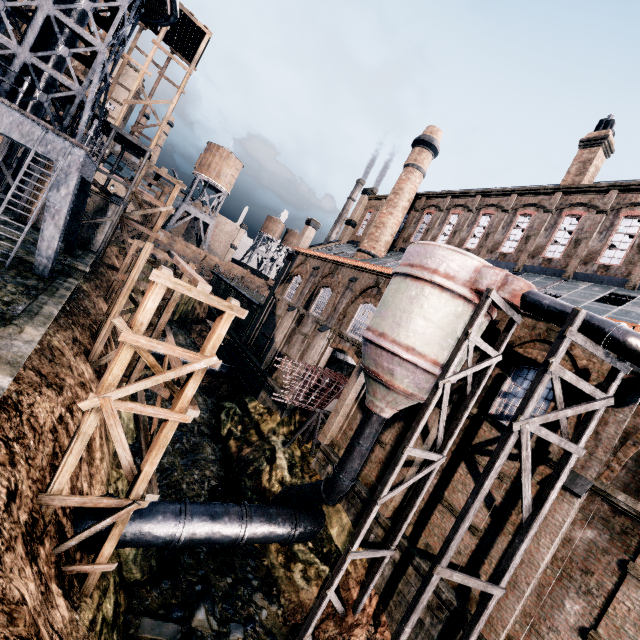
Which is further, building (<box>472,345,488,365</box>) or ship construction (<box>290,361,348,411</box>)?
ship construction (<box>290,361,348,411</box>)

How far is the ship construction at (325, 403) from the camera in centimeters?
2267cm

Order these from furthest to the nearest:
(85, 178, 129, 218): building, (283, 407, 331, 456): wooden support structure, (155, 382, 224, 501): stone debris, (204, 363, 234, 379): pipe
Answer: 1. (204, 363, 234, 379): pipe
2. (85, 178, 129, 218): building
3. (283, 407, 331, 456): wooden support structure
4. (155, 382, 224, 501): stone debris

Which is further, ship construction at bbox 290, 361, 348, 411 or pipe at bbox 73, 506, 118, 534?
ship construction at bbox 290, 361, 348, 411

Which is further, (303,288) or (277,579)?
(303,288)

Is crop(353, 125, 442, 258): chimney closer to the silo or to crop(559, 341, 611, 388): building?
crop(559, 341, 611, 388): building

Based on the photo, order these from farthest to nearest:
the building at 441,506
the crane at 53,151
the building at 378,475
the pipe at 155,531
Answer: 1. the building at 378,475
2. the crane at 53,151
3. the building at 441,506
4. the pipe at 155,531

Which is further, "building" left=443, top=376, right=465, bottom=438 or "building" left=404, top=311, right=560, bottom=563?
"building" left=443, top=376, right=465, bottom=438
